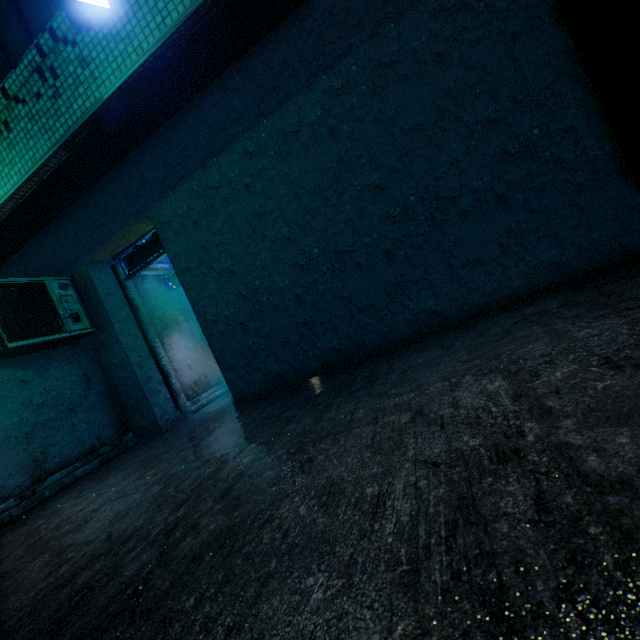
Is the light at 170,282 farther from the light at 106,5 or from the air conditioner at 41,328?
the light at 106,5

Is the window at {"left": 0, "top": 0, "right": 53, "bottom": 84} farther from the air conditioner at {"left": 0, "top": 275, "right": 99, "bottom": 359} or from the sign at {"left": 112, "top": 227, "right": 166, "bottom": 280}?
the sign at {"left": 112, "top": 227, "right": 166, "bottom": 280}

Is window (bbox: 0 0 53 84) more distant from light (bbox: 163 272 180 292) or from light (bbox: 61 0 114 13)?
light (bbox: 163 272 180 292)

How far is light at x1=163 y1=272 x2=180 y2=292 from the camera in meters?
6.5

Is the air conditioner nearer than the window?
No

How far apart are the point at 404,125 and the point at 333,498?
3.49m

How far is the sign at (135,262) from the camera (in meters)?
5.34

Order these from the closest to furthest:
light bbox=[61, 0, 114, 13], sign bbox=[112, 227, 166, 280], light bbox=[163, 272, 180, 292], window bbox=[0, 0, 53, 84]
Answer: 1. light bbox=[61, 0, 114, 13]
2. window bbox=[0, 0, 53, 84]
3. sign bbox=[112, 227, 166, 280]
4. light bbox=[163, 272, 180, 292]
